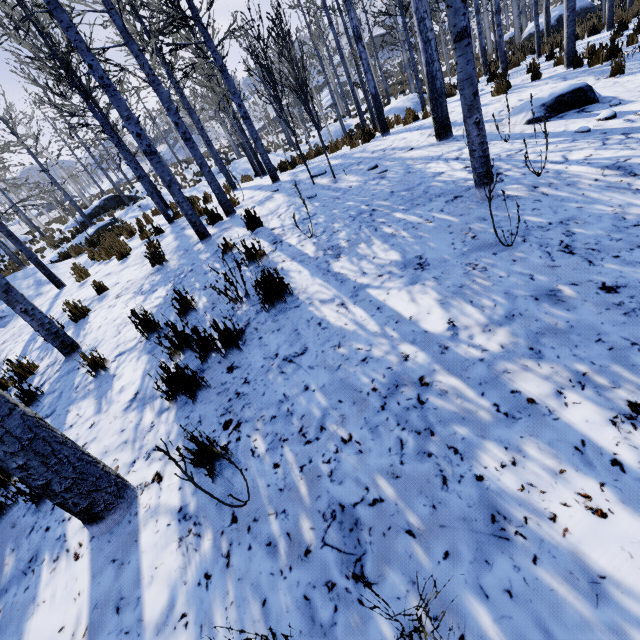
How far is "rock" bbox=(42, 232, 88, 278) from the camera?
9.58m

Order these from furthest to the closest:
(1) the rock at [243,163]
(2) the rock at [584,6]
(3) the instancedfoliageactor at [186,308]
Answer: (2) the rock at [584,6] < (1) the rock at [243,163] < (3) the instancedfoliageactor at [186,308]

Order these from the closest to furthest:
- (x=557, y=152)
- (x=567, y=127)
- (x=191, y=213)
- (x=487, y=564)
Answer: (x=487, y=564)
(x=557, y=152)
(x=567, y=127)
(x=191, y=213)

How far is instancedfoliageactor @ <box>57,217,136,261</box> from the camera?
7.81m

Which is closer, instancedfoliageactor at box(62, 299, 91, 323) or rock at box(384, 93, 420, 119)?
instancedfoliageactor at box(62, 299, 91, 323)

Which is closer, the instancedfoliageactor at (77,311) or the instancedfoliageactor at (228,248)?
the instancedfoliageactor at (228,248)

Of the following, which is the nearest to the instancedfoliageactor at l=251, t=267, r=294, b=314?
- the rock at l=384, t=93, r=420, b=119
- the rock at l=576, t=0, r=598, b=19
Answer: the rock at l=384, t=93, r=420, b=119
